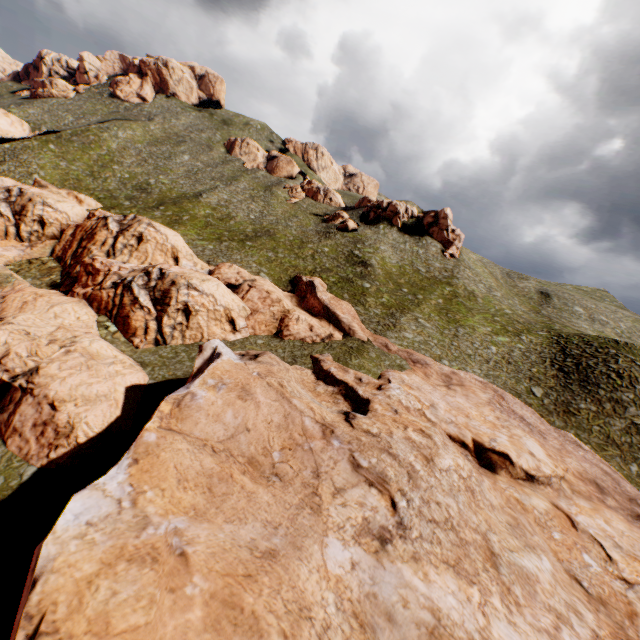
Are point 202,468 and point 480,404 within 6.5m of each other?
no
